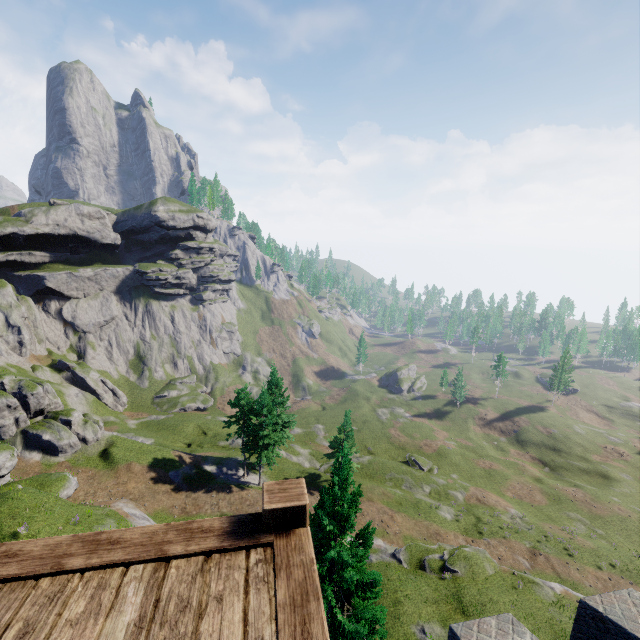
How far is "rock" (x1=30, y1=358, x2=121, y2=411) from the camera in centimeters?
5344cm

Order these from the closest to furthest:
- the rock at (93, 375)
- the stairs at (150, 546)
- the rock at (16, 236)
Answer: the stairs at (150, 546)
the rock at (93, 375)
the rock at (16, 236)

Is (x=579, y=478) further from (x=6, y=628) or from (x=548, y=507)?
(x=6, y=628)

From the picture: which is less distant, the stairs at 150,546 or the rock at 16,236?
the stairs at 150,546

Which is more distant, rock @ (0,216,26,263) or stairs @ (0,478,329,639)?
rock @ (0,216,26,263)

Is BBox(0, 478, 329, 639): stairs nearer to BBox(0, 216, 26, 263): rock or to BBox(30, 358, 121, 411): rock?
BBox(30, 358, 121, 411): rock
